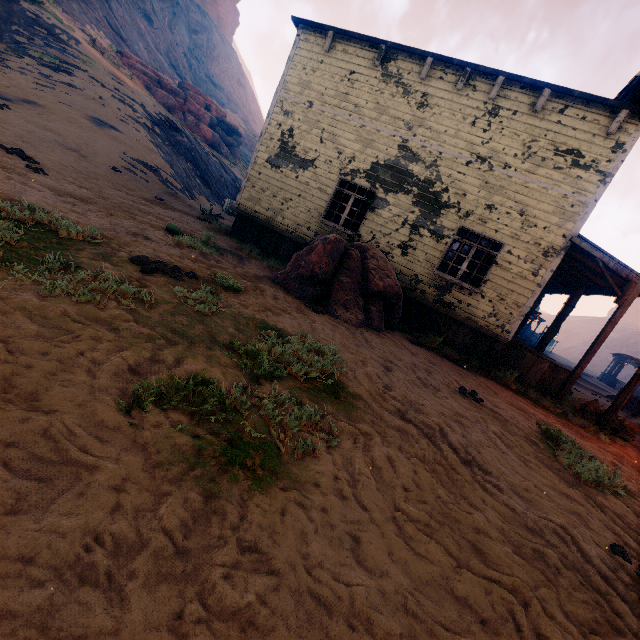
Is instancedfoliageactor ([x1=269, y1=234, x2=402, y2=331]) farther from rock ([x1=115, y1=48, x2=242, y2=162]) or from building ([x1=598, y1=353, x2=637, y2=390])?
rock ([x1=115, y1=48, x2=242, y2=162])

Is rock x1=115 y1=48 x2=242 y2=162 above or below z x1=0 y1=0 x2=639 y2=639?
above

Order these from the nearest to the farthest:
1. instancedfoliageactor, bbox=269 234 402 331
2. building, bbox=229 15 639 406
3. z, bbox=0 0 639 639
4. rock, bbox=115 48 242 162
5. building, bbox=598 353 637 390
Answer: Result:
1. z, bbox=0 0 639 639
2. instancedfoliageactor, bbox=269 234 402 331
3. building, bbox=229 15 639 406
4. rock, bbox=115 48 242 162
5. building, bbox=598 353 637 390

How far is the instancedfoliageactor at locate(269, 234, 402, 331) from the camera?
7.14m

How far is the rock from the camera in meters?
28.3

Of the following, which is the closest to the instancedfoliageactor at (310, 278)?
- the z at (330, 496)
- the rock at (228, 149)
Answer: the z at (330, 496)

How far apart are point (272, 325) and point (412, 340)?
4.9 meters

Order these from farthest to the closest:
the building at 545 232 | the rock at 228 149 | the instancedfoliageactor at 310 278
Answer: the rock at 228 149 < the building at 545 232 < the instancedfoliageactor at 310 278
